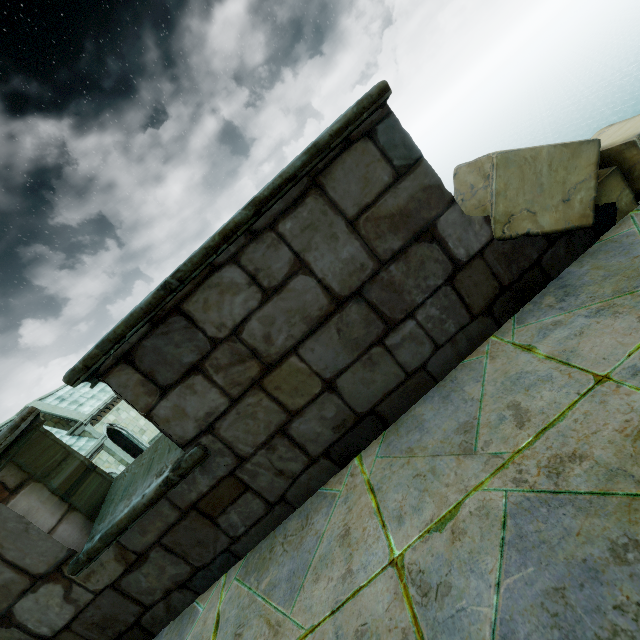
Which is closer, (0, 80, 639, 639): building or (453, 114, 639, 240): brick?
(0, 80, 639, 639): building

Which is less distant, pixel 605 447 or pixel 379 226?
pixel 605 447

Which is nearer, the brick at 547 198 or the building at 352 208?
the building at 352 208
